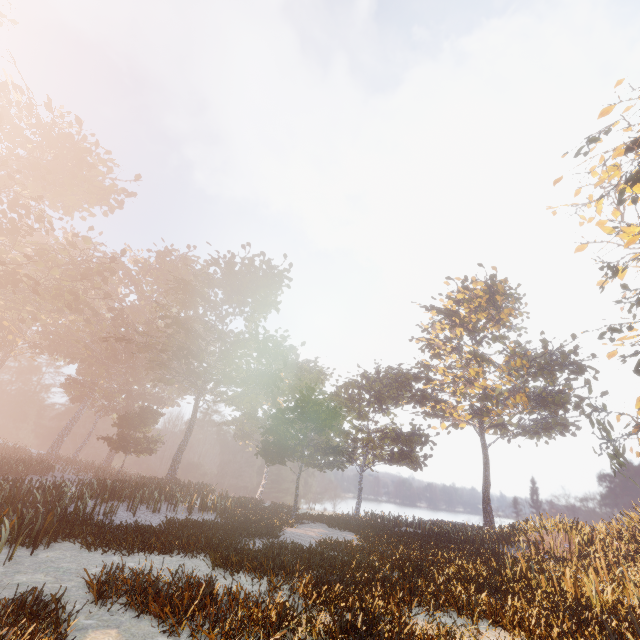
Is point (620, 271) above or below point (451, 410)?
above

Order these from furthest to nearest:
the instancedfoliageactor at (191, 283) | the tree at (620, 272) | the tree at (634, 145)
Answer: the tree at (620, 272)
the tree at (634, 145)
the instancedfoliageactor at (191, 283)

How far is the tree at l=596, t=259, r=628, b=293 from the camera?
24.41m

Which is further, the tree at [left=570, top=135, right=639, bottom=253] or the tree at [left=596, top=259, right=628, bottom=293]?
the tree at [left=596, top=259, right=628, bottom=293]

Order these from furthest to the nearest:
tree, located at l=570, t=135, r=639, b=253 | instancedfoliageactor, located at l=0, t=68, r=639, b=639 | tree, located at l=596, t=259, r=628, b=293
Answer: tree, located at l=596, t=259, r=628, b=293
tree, located at l=570, t=135, r=639, b=253
instancedfoliageactor, located at l=0, t=68, r=639, b=639

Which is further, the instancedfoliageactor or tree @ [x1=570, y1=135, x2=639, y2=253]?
Answer: tree @ [x1=570, y1=135, x2=639, y2=253]

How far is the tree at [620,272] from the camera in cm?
2441
